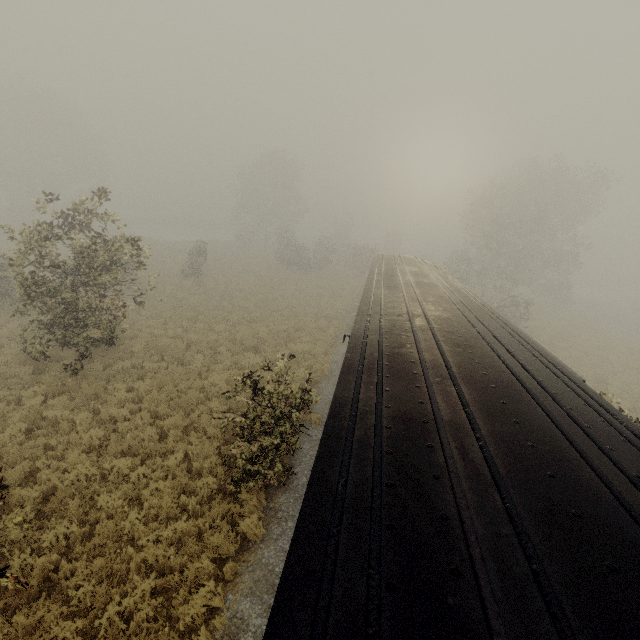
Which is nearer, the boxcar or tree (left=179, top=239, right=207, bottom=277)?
the boxcar

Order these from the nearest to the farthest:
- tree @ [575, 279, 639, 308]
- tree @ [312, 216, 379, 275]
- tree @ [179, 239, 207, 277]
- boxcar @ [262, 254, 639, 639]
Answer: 1. boxcar @ [262, 254, 639, 639]
2. tree @ [179, 239, 207, 277]
3. tree @ [312, 216, 379, 275]
4. tree @ [575, 279, 639, 308]

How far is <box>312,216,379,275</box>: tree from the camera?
38.1m

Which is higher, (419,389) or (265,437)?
(419,389)

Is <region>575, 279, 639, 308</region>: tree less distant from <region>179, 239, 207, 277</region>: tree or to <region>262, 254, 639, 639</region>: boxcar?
<region>179, 239, 207, 277</region>: tree

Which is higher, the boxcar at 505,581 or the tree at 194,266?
the boxcar at 505,581

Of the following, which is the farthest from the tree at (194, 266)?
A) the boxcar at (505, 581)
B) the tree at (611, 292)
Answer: the tree at (611, 292)
